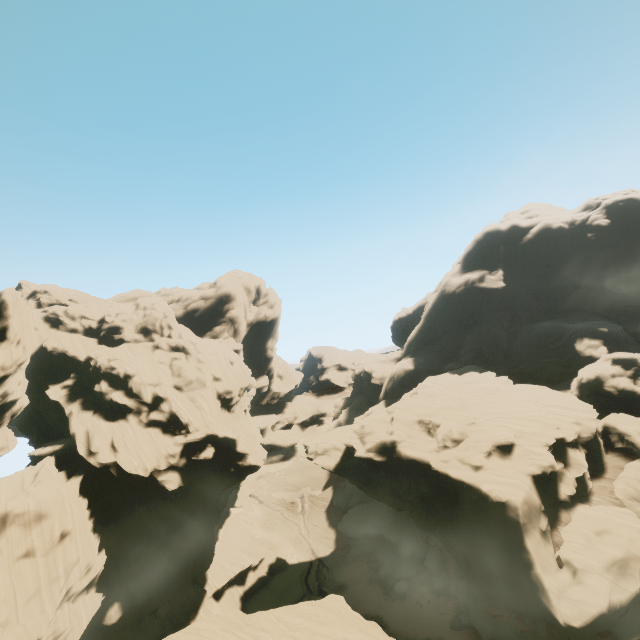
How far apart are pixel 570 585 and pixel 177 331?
58.4 meters

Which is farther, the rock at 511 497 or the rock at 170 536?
the rock at 170 536

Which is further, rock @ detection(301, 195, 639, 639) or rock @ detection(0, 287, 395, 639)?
rock @ detection(0, 287, 395, 639)
